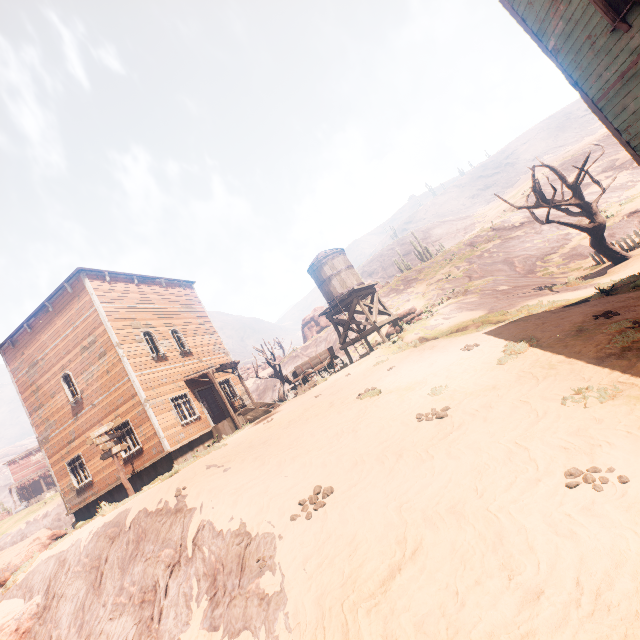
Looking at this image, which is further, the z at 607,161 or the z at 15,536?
the z at 15,536

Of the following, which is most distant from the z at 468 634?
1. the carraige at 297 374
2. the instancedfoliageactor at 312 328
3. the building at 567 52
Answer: the carraige at 297 374

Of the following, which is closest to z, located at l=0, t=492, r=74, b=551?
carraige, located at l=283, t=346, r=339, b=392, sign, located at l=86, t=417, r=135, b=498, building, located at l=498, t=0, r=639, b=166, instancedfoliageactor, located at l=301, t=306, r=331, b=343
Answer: building, located at l=498, t=0, r=639, b=166

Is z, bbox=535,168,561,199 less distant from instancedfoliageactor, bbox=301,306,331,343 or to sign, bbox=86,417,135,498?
sign, bbox=86,417,135,498

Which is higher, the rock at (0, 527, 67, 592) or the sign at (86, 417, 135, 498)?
the sign at (86, 417, 135, 498)

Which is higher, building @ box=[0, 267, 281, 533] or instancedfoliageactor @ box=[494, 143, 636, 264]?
building @ box=[0, 267, 281, 533]

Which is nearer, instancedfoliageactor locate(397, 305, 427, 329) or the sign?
the sign

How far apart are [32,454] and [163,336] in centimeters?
4454cm
